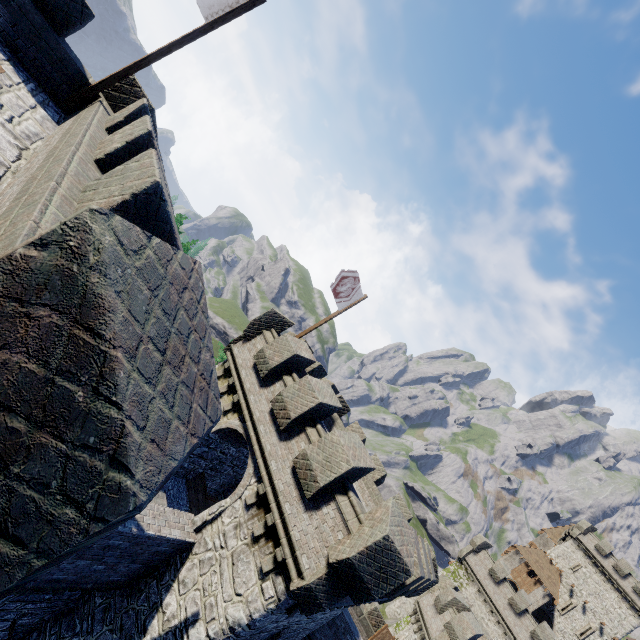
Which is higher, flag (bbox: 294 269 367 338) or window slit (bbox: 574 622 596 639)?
window slit (bbox: 574 622 596 639)

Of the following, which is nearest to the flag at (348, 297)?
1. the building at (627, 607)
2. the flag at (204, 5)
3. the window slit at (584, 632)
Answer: the flag at (204, 5)

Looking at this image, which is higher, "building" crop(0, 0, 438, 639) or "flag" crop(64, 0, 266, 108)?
"flag" crop(64, 0, 266, 108)

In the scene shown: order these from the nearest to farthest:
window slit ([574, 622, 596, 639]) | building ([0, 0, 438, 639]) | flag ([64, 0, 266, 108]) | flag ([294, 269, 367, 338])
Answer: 1. building ([0, 0, 438, 639])
2. flag ([64, 0, 266, 108])
3. flag ([294, 269, 367, 338])
4. window slit ([574, 622, 596, 639])

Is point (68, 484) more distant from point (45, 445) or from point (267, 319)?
point (267, 319)

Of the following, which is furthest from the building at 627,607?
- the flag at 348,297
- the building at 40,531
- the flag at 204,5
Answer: the flag at 204,5

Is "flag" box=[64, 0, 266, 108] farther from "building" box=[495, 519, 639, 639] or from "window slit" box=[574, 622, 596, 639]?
"window slit" box=[574, 622, 596, 639]

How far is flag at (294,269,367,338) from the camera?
13.91m
